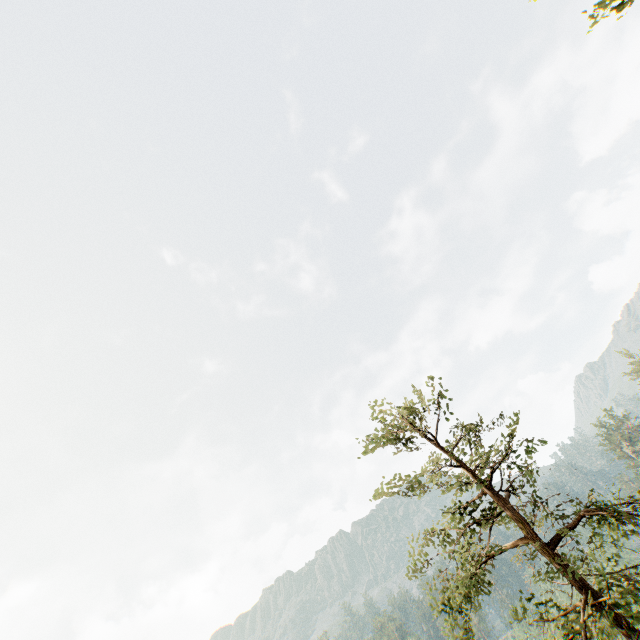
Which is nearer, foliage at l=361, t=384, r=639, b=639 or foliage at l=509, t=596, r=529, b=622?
foliage at l=361, t=384, r=639, b=639

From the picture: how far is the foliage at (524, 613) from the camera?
11.3m

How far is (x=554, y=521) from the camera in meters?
11.9 m

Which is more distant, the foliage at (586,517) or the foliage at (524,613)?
the foliage at (524,613)

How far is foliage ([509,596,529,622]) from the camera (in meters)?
11.26
